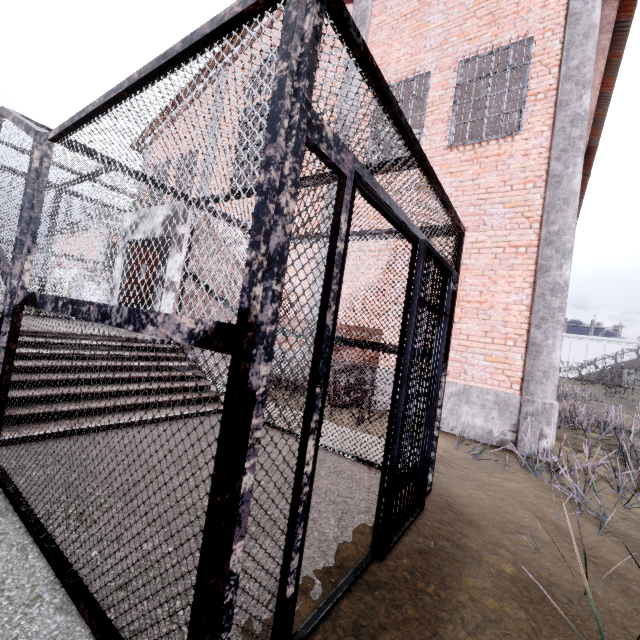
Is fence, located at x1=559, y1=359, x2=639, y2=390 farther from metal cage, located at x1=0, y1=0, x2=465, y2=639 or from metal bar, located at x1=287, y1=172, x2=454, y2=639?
metal bar, located at x1=287, y1=172, x2=454, y2=639

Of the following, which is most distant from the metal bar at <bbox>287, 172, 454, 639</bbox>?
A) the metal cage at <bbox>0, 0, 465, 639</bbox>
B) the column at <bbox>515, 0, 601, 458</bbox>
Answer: the column at <bbox>515, 0, 601, 458</bbox>

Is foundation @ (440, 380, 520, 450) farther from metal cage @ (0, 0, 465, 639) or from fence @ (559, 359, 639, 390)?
fence @ (559, 359, 639, 390)

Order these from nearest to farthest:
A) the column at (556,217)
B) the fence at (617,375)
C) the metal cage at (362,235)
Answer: the metal cage at (362,235), the column at (556,217), the fence at (617,375)

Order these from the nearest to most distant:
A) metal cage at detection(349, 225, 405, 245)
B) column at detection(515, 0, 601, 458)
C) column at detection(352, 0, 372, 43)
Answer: metal cage at detection(349, 225, 405, 245), column at detection(515, 0, 601, 458), column at detection(352, 0, 372, 43)

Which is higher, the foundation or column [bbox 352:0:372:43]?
column [bbox 352:0:372:43]

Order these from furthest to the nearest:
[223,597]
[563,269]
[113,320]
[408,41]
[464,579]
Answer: [408,41]
[563,269]
[464,579]
[113,320]
[223,597]

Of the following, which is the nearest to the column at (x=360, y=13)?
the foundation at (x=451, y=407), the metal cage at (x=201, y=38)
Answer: the foundation at (x=451, y=407)
